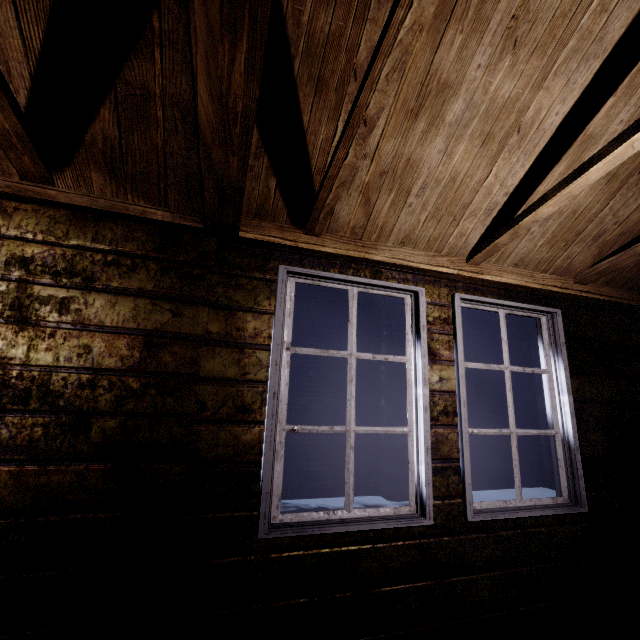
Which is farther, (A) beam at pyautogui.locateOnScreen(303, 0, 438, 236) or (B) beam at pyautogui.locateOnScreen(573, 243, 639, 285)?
(B) beam at pyautogui.locateOnScreen(573, 243, 639, 285)

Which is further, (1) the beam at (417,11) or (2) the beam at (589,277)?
(2) the beam at (589,277)

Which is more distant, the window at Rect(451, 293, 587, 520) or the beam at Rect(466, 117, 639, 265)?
the window at Rect(451, 293, 587, 520)

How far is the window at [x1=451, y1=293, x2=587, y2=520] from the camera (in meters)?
1.82

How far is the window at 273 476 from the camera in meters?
1.5

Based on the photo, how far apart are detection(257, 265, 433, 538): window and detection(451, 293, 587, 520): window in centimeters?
22cm

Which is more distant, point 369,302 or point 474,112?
point 369,302
